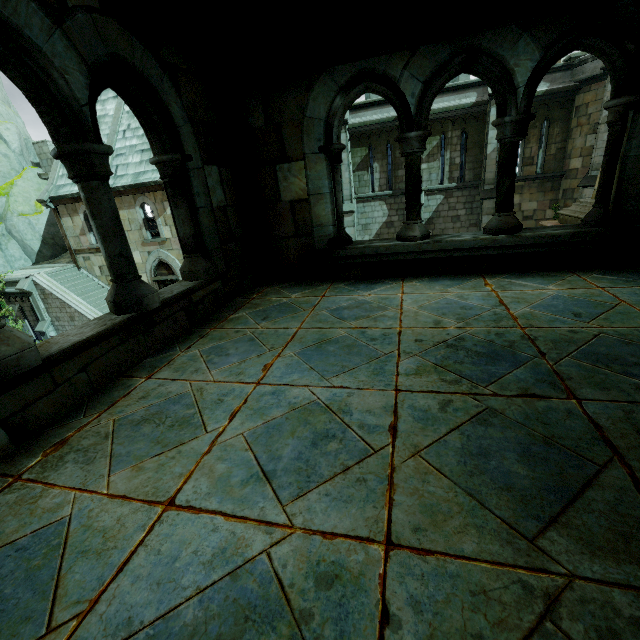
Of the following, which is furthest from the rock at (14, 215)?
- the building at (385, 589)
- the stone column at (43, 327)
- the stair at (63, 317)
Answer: the building at (385, 589)

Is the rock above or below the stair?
above

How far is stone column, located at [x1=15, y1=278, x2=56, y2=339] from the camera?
17.1m

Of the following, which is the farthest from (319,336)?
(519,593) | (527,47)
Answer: (527,47)

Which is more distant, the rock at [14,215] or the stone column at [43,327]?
the rock at [14,215]

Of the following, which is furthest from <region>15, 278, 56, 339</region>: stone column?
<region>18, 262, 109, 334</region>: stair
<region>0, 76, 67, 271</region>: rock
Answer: <region>0, 76, 67, 271</region>: rock

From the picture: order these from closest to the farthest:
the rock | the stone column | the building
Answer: the building < the stone column < the rock

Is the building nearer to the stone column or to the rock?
the stone column
